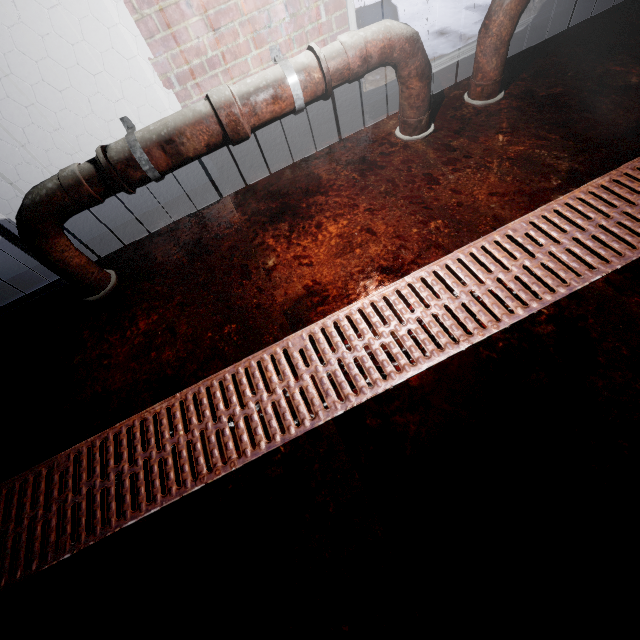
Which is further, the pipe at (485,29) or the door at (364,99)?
the door at (364,99)

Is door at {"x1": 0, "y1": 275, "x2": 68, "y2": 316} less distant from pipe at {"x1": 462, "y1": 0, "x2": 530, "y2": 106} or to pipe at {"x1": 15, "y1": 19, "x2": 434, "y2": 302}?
pipe at {"x1": 15, "y1": 19, "x2": 434, "y2": 302}

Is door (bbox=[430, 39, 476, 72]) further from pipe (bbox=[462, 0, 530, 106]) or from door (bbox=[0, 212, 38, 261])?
door (bbox=[0, 212, 38, 261])

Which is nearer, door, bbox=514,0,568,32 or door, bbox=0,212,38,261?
door, bbox=0,212,38,261

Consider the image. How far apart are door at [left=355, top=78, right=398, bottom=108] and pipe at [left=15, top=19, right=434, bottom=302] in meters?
0.4

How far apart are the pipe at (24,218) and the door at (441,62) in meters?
0.4 m

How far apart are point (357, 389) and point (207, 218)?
1.4m
